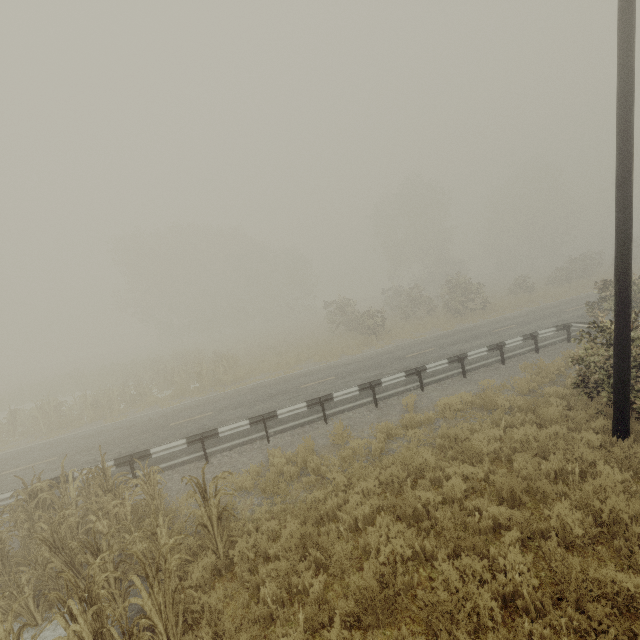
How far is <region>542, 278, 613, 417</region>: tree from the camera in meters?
7.9

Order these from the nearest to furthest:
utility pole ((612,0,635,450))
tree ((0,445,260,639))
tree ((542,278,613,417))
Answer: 1. tree ((0,445,260,639))
2. utility pole ((612,0,635,450))
3. tree ((542,278,613,417))

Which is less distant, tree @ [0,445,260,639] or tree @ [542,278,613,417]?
tree @ [0,445,260,639]

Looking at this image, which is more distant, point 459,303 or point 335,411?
point 459,303

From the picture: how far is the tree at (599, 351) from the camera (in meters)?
7.93

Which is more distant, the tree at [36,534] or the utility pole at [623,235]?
the utility pole at [623,235]

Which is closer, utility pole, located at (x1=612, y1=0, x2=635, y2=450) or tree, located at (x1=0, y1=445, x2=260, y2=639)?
tree, located at (x1=0, y1=445, x2=260, y2=639)
